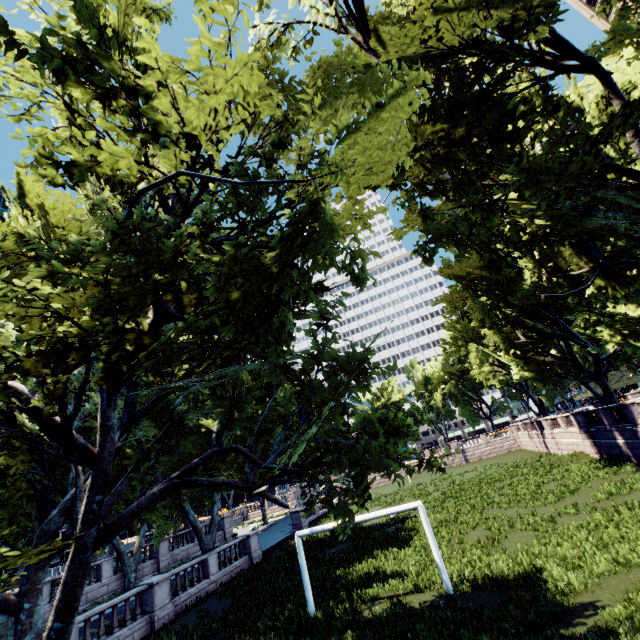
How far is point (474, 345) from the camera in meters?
43.5
